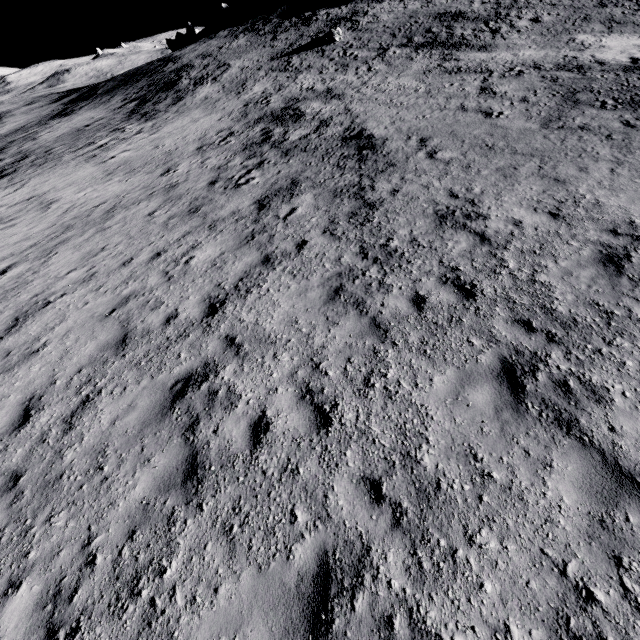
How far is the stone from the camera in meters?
33.4 m

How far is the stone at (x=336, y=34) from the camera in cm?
3338

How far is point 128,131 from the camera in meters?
27.0 m
